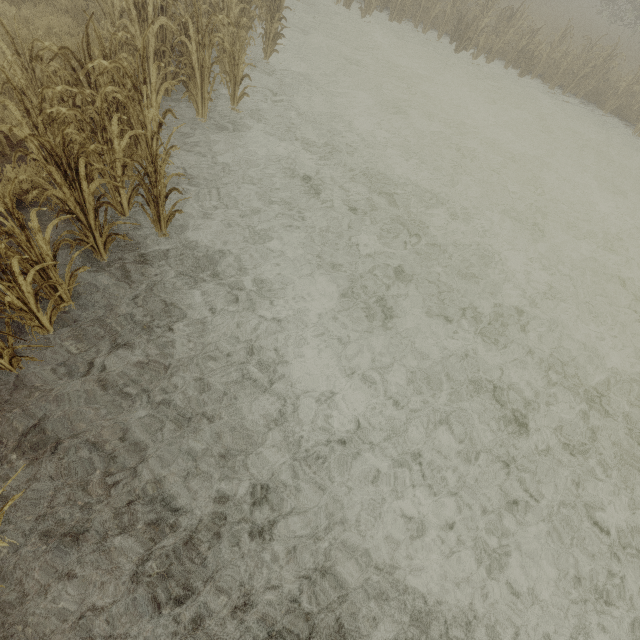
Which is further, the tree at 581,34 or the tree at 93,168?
the tree at 581,34

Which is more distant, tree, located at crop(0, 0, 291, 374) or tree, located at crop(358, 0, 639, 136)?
tree, located at crop(358, 0, 639, 136)

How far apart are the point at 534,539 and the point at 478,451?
1.1m
